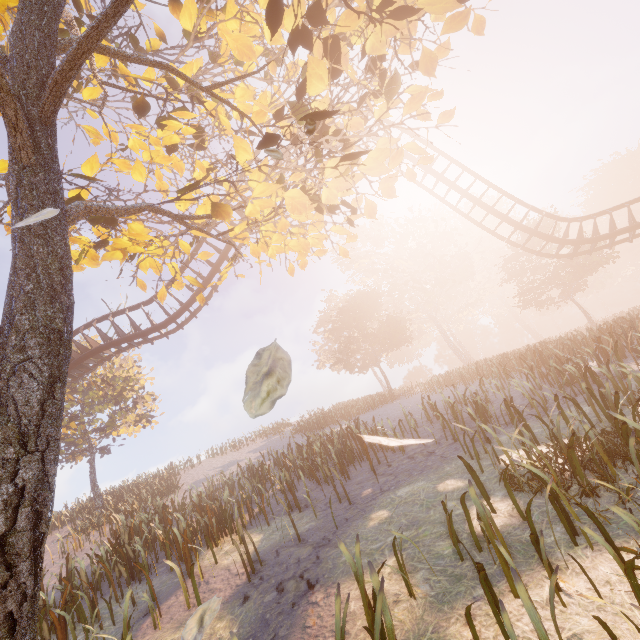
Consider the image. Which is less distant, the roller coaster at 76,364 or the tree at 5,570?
the tree at 5,570

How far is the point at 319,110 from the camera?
5.7 meters

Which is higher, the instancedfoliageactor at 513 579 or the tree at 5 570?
the tree at 5 570

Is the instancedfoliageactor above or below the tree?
below

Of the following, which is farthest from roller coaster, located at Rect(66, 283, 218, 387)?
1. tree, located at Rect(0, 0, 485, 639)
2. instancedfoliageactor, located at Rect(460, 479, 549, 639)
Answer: instancedfoliageactor, located at Rect(460, 479, 549, 639)

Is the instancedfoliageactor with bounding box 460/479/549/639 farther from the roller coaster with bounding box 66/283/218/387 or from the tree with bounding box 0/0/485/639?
the roller coaster with bounding box 66/283/218/387
